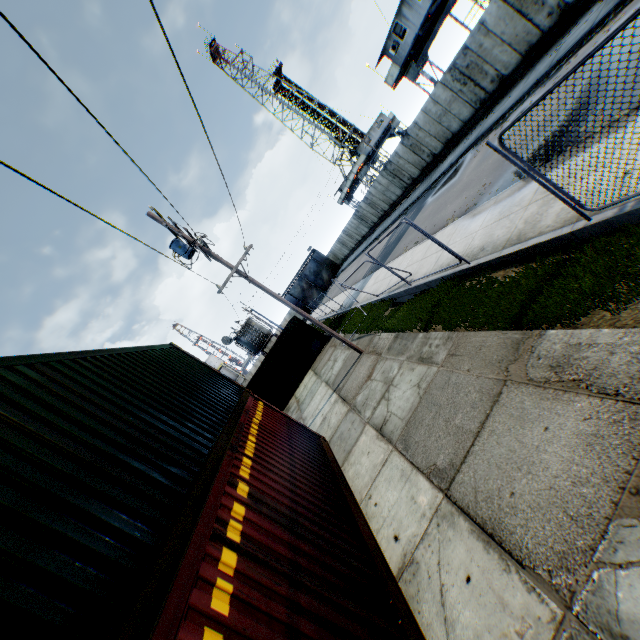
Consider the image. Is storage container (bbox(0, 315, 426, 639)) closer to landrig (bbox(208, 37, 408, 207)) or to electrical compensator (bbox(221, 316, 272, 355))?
electrical compensator (bbox(221, 316, 272, 355))

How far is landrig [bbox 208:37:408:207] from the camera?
46.2 meters

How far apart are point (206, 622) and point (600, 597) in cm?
314

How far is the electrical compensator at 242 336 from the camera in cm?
3086

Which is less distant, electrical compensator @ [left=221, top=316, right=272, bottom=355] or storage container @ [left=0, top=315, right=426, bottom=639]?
storage container @ [left=0, top=315, right=426, bottom=639]

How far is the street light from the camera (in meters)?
11.70

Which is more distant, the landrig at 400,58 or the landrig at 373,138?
the landrig at 373,138

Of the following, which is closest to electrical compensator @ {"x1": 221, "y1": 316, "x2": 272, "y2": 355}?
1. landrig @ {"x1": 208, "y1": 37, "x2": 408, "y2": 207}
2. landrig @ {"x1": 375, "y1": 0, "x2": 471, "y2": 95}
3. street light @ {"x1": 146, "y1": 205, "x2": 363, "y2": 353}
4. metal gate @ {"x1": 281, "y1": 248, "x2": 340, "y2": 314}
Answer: street light @ {"x1": 146, "y1": 205, "x2": 363, "y2": 353}
